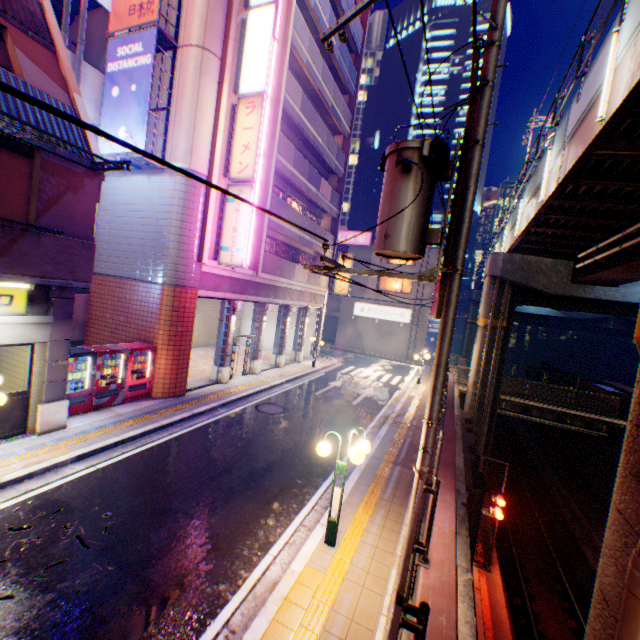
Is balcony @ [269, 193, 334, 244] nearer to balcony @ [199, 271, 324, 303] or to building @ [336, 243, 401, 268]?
balcony @ [199, 271, 324, 303]

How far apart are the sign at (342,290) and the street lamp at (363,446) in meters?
19.5 m

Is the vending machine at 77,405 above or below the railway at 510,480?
above

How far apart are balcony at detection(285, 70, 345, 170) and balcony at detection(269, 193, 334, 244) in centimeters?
510cm

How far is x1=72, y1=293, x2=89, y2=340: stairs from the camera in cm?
1381

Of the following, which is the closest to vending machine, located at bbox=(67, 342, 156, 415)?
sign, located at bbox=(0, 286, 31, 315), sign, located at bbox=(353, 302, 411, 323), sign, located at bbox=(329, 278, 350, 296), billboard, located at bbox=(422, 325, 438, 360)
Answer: sign, located at bbox=(0, 286, 31, 315)

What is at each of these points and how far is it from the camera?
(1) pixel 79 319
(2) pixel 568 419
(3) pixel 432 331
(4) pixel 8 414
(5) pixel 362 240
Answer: (1) stairs, 13.96m
(2) bridge, 22.30m
(3) billboard, 33.47m
(4) door, 8.27m
(5) sign, 35.22m

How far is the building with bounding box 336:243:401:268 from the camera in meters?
34.4
